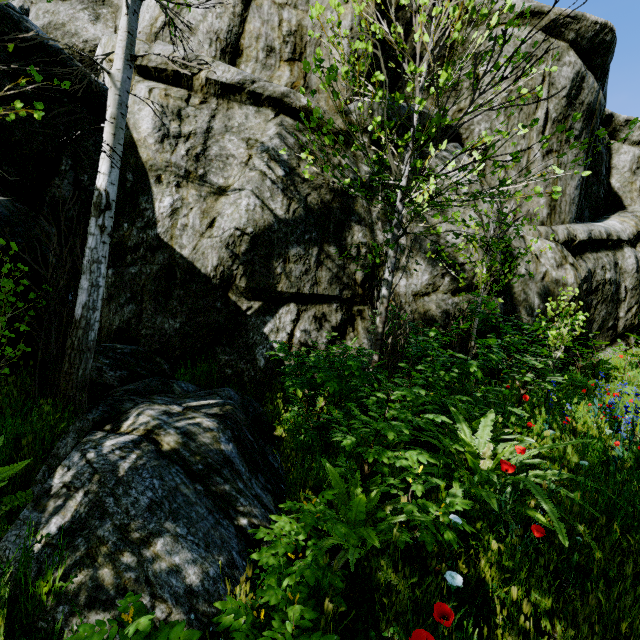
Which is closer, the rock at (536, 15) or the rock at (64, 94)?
the rock at (64, 94)

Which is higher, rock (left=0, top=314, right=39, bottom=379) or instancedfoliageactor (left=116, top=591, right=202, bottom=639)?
rock (left=0, top=314, right=39, bottom=379)

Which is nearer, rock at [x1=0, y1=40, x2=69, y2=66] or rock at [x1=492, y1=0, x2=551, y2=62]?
rock at [x1=0, y1=40, x2=69, y2=66]

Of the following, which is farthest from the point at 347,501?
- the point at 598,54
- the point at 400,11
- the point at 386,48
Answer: the point at 598,54

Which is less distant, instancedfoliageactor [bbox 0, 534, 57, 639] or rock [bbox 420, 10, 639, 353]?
instancedfoliageactor [bbox 0, 534, 57, 639]

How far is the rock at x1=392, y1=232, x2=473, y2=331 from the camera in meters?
6.6
